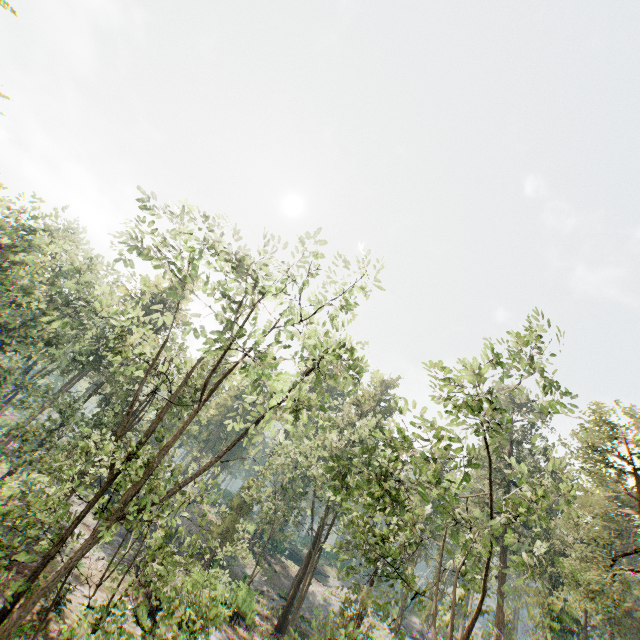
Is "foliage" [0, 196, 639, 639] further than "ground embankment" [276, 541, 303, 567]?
No

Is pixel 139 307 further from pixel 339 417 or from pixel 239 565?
pixel 239 565

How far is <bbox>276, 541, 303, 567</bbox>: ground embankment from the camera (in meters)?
52.11

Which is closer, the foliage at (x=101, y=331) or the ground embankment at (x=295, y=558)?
the foliage at (x=101, y=331)

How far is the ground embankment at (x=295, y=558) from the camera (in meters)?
52.11
